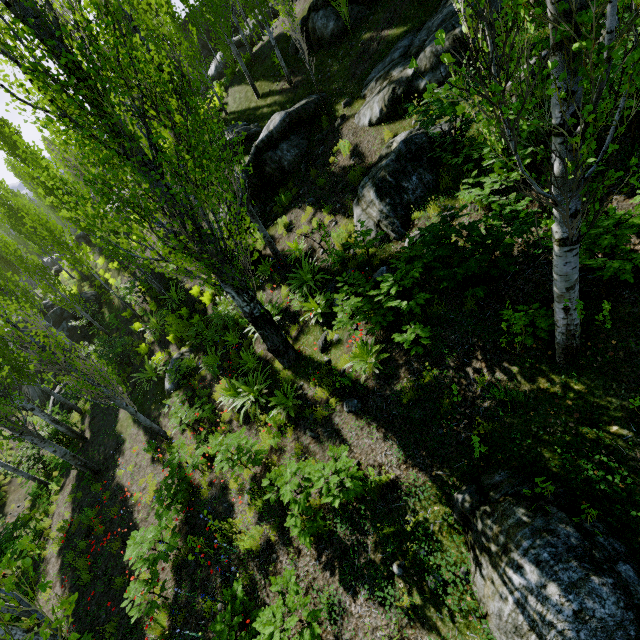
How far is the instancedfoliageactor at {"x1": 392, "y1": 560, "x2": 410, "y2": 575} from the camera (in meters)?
4.43

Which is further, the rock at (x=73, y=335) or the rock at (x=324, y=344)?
the rock at (x=73, y=335)

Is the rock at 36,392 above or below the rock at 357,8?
below

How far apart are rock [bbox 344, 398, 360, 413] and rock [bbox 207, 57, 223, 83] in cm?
3393

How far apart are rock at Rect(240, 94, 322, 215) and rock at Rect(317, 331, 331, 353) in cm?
765

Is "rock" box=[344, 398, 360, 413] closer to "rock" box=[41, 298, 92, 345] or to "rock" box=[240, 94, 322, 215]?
"rock" box=[240, 94, 322, 215]

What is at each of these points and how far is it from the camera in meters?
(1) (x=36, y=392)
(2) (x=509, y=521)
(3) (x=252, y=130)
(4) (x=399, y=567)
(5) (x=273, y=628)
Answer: (1) rock, 23.2
(2) rock, 3.7
(3) rock, 15.1
(4) instancedfoliageactor, 4.5
(5) instancedfoliageactor, 4.1

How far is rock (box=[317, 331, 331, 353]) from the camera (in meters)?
7.82
